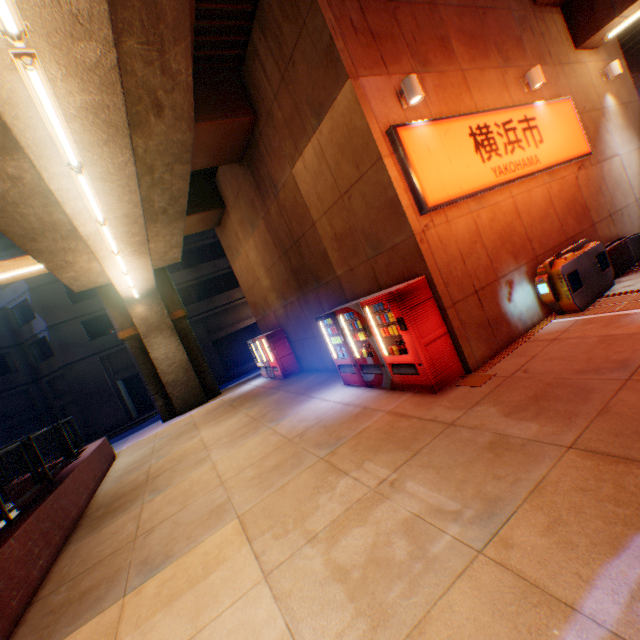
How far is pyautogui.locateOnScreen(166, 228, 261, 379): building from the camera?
27.58m

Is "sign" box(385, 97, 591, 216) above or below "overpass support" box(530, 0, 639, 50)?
below

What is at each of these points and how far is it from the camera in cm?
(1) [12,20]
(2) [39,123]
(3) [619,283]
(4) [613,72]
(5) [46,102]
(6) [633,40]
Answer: (1) street lamp, 312
(2) overpass support, 445
(3) escalator base, 729
(4) street lamp, 974
(5) street lamp, 405
(6) overpass support, 1867

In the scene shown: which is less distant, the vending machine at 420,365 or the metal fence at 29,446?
the vending machine at 420,365

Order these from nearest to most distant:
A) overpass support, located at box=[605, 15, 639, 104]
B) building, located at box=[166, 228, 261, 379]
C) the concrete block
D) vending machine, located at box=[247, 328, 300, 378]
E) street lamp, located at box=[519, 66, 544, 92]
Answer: the concrete block < street lamp, located at box=[519, 66, 544, 92] < vending machine, located at box=[247, 328, 300, 378] < overpass support, located at box=[605, 15, 639, 104] < building, located at box=[166, 228, 261, 379]

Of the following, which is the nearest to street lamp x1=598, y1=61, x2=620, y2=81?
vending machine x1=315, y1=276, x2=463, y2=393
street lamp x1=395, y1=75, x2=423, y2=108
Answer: street lamp x1=395, y1=75, x2=423, y2=108

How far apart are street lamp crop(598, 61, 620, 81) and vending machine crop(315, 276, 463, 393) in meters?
10.3

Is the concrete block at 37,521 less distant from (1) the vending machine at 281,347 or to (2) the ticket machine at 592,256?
(1) the vending machine at 281,347
